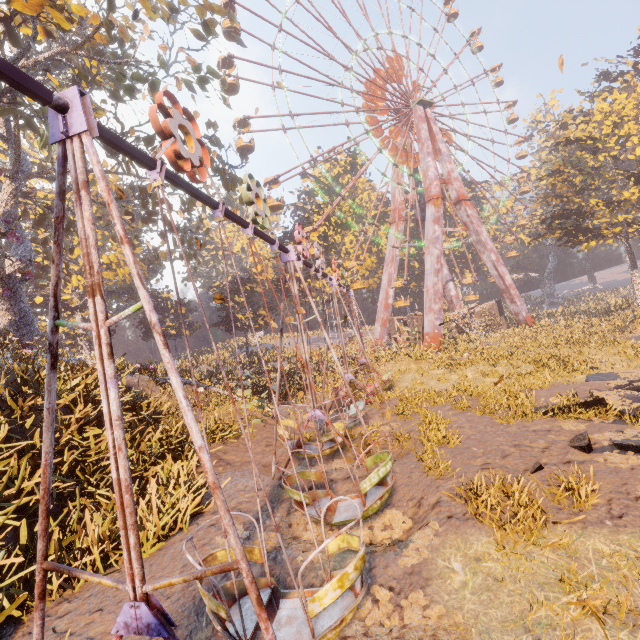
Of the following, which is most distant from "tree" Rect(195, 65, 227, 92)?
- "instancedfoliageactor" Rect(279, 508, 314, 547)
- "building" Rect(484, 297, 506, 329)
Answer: "building" Rect(484, 297, 506, 329)

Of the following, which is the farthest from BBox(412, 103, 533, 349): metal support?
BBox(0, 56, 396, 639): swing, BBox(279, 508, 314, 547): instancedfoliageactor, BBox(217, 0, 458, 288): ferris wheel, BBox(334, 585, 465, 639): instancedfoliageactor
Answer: BBox(334, 585, 465, 639): instancedfoliageactor

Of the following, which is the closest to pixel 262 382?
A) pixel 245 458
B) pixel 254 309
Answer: pixel 245 458

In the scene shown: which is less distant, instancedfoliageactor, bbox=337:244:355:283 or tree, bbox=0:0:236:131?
tree, bbox=0:0:236:131

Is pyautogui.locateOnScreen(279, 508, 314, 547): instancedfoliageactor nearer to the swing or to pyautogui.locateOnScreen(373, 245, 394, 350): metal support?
the swing

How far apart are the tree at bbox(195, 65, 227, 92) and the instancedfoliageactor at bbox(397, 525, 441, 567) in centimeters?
1678cm

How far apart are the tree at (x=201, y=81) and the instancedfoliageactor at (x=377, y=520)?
16.8m
